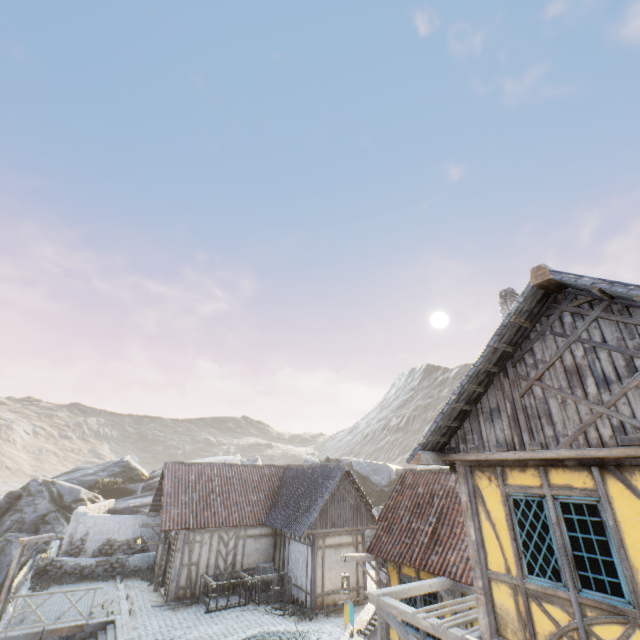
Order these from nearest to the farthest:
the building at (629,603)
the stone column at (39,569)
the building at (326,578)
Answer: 1. the building at (629,603)
2. the building at (326,578)
3. the stone column at (39,569)

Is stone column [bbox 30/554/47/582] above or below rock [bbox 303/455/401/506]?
below

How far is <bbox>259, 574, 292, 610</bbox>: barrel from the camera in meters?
14.6

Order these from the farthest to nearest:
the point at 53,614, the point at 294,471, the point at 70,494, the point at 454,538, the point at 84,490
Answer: the point at 84,490, the point at 70,494, the point at 294,471, the point at 53,614, the point at 454,538

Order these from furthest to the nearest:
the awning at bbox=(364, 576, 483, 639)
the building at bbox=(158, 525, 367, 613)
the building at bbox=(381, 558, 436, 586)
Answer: the building at bbox=(158, 525, 367, 613), the building at bbox=(381, 558, 436, 586), the awning at bbox=(364, 576, 483, 639)

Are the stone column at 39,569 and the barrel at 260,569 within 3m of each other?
no

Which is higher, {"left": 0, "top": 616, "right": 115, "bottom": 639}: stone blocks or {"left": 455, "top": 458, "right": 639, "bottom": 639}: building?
{"left": 455, "top": 458, "right": 639, "bottom": 639}: building

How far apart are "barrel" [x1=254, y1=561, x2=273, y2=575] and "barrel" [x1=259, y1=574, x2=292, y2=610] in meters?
1.0 m
